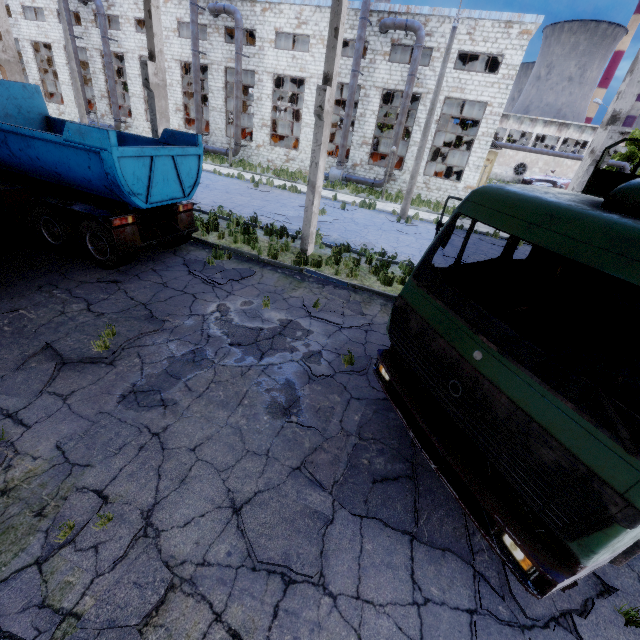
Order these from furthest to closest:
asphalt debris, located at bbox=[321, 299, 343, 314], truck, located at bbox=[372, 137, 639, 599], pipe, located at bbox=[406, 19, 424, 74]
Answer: pipe, located at bbox=[406, 19, 424, 74], asphalt debris, located at bbox=[321, 299, 343, 314], truck, located at bbox=[372, 137, 639, 599]

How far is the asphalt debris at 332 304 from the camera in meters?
8.1

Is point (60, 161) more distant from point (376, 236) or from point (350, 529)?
point (376, 236)

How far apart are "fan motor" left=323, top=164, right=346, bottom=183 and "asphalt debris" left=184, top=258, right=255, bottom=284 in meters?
19.5

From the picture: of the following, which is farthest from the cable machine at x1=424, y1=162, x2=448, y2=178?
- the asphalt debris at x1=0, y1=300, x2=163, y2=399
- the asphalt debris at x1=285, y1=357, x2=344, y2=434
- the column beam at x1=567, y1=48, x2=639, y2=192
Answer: the asphalt debris at x1=0, y1=300, x2=163, y2=399

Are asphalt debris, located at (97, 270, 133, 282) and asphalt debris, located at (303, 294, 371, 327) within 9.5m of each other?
yes

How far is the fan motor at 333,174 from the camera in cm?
2575

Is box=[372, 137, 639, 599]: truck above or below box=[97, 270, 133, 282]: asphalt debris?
above
